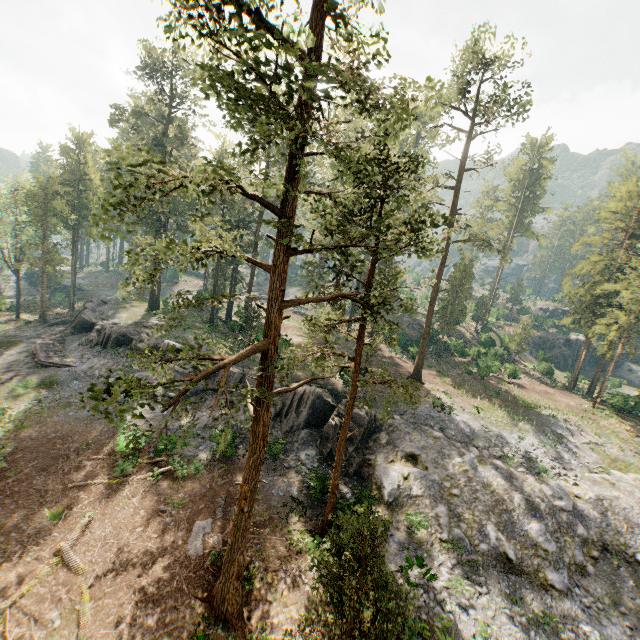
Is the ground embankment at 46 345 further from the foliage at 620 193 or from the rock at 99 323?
the foliage at 620 193

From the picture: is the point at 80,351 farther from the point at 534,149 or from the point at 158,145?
the point at 534,149

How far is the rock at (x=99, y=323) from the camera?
30.9 meters

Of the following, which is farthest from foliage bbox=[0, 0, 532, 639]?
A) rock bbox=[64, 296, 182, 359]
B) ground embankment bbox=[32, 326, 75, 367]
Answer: ground embankment bbox=[32, 326, 75, 367]

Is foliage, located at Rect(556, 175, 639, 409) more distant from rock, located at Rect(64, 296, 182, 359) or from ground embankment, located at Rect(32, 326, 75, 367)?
ground embankment, located at Rect(32, 326, 75, 367)
